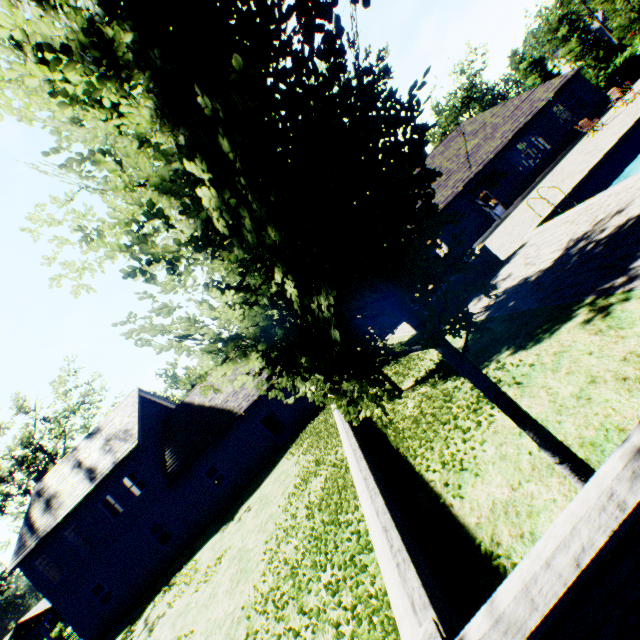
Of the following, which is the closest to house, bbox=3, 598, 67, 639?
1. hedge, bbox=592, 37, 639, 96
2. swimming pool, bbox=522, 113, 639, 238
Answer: swimming pool, bbox=522, 113, 639, 238

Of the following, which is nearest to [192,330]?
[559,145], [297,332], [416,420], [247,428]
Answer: [297,332]

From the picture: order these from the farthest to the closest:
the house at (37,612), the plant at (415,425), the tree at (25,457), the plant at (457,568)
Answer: the house at (37,612)
the tree at (25,457)
the plant at (415,425)
the plant at (457,568)

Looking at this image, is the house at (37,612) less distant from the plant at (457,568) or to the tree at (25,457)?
the tree at (25,457)

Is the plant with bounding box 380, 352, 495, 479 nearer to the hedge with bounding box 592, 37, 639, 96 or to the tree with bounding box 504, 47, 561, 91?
the tree with bounding box 504, 47, 561, 91

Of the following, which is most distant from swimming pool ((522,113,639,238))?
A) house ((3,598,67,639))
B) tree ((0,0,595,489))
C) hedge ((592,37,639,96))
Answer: house ((3,598,67,639))

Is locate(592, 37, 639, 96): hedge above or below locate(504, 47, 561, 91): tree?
below
